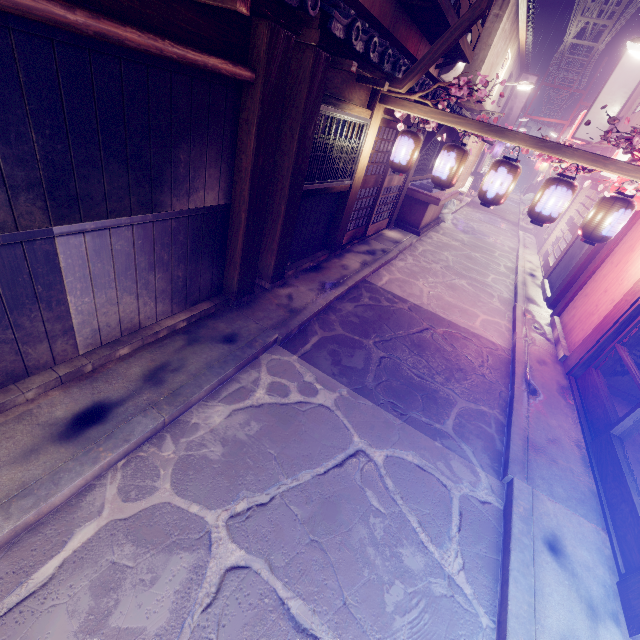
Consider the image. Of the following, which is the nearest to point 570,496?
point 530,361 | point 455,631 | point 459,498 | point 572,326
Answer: point 459,498

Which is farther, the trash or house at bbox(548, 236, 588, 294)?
the trash

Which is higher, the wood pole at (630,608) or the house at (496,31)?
the house at (496,31)

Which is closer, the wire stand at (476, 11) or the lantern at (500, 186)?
the wire stand at (476, 11)

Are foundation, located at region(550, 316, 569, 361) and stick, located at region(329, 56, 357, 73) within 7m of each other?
no

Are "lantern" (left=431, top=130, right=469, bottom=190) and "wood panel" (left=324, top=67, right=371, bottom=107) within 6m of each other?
yes

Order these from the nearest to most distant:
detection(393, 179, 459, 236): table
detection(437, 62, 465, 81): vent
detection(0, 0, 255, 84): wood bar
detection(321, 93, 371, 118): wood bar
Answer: detection(0, 0, 255, 84): wood bar < detection(321, 93, 371, 118): wood bar < detection(393, 179, 459, 236): table < detection(437, 62, 465, 81): vent

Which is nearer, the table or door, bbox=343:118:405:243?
door, bbox=343:118:405:243
